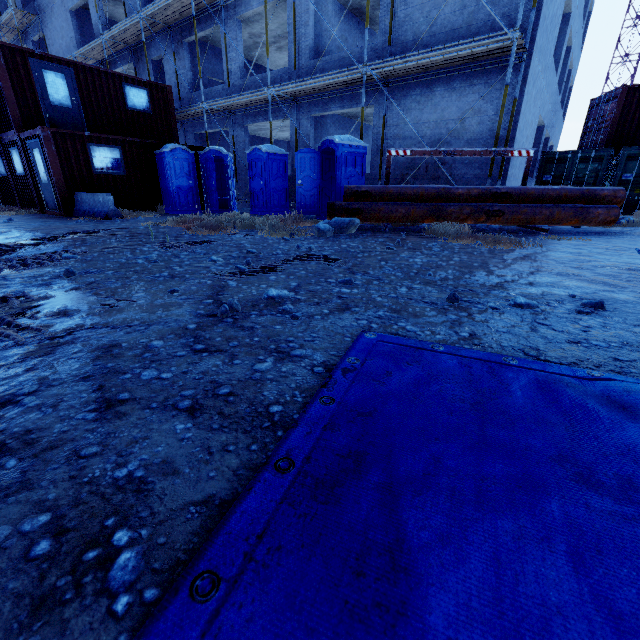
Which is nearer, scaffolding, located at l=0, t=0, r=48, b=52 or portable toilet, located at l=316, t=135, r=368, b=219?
portable toilet, located at l=316, t=135, r=368, b=219

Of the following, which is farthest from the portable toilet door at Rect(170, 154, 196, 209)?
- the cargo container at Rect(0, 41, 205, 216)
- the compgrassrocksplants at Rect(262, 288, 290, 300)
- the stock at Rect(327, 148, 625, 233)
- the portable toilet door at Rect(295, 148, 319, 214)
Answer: the compgrassrocksplants at Rect(262, 288, 290, 300)

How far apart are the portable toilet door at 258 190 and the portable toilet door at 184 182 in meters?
2.2 m

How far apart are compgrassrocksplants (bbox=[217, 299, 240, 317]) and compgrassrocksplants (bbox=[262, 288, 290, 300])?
0.4m

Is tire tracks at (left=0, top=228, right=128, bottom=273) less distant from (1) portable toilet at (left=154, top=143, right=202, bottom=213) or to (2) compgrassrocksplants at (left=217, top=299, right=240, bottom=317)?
(2) compgrassrocksplants at (left=217, top=299, right=240, bottom=317)

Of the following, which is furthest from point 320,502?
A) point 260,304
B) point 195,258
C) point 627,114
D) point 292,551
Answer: point 627,114

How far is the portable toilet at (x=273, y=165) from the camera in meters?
11.6 m

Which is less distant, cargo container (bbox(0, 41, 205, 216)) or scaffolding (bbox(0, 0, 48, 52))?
cargo container (bbox(0, 41, 205, 216))
